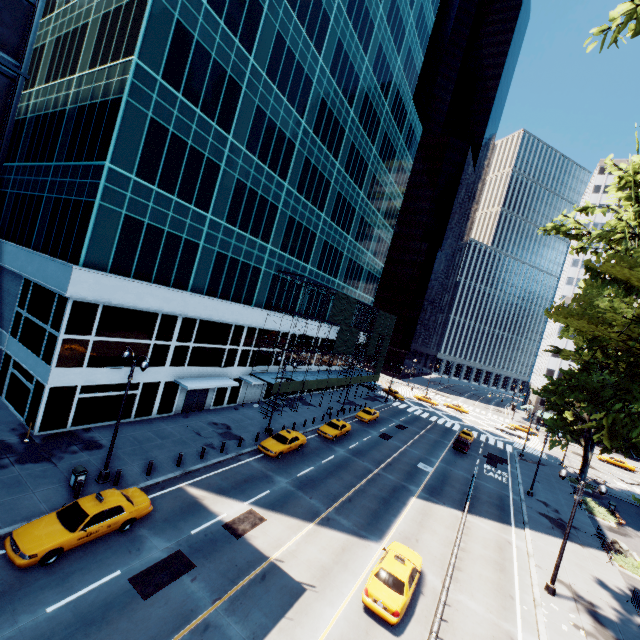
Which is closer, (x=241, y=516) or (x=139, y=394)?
(x=241, y=516)

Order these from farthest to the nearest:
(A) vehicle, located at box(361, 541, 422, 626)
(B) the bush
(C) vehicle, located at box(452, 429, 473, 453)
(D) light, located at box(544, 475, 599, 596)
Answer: (C) vehicle, located at box(452, 429, 473, 453)
(B) the bush
(D) light, located at box(544, 475, 599, 596)
(A) vehicle, located at box(361, 541, 422, 626)

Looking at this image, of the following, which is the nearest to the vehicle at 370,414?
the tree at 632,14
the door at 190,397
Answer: the door at 190,397

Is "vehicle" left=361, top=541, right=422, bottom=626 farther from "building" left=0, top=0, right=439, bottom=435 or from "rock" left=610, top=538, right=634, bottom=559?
"rock" left=610, top=538, right=634, bottom=559

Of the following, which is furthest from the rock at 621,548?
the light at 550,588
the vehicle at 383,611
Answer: the vehicle at 383,611

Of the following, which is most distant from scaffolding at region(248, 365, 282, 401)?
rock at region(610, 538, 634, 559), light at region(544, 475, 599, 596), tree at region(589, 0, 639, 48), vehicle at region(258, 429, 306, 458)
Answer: rock at region(610, 538, 634, 559)

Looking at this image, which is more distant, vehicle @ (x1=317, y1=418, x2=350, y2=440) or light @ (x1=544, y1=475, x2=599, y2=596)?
vehicle @ (x1=317, y1=418, x2=350, y2=440)

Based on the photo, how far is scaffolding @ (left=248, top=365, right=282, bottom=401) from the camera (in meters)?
33.84
